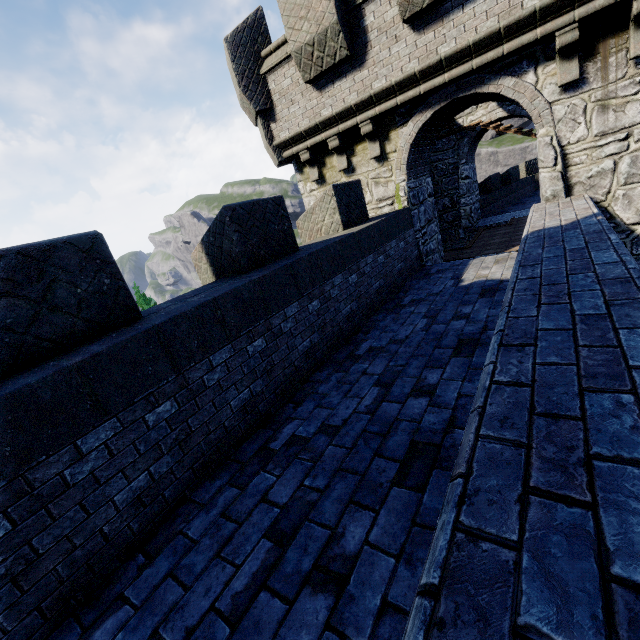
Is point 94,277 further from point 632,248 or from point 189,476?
point 632,248
